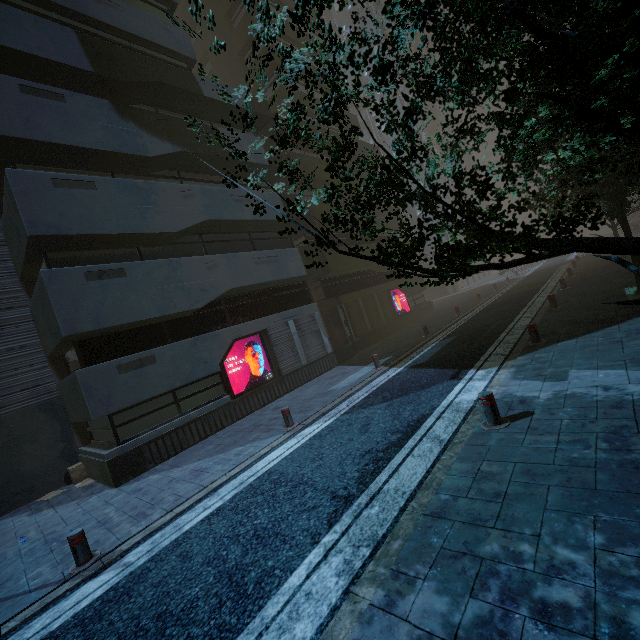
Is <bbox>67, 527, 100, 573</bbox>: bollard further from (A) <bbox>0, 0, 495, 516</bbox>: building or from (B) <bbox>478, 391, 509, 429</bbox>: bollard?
(B) <bbox>478, 391, 509, 429</bbox>: bollard

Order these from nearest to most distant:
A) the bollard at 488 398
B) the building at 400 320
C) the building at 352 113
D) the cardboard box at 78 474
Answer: the bollard at 488 398 → the building at 400 320 → the cardboard box at 78 474 → the building at 352 113

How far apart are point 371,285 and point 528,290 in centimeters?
1027cm

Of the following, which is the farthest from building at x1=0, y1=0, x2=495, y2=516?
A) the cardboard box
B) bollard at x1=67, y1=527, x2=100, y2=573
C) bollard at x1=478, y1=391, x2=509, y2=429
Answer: bollard at x1=478, y1=391, x2=509, y2=429

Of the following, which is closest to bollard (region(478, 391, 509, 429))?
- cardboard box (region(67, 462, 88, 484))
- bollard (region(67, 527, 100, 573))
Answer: bollard (region(67, 527, 100, 573))

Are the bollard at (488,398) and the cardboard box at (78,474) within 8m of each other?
no

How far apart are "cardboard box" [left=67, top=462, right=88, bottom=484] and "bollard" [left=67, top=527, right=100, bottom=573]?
6.8 meters

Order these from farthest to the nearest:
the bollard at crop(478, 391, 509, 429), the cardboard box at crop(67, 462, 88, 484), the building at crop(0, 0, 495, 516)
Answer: the cardboard box at crop(67, 462, 88, 484) < the building at crop(0, 0, 495, 516) < the bollard at crop(478, 391, 509, 429)
